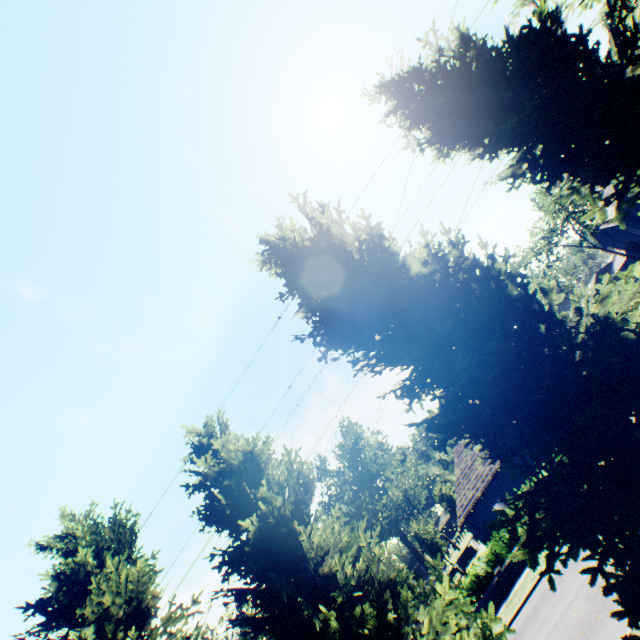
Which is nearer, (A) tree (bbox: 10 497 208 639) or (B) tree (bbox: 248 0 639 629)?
(B) tree (bbox: 248 0 639 629)

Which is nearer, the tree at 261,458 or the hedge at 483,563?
the tree at 261,458

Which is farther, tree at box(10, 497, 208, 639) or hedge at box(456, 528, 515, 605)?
hedge at box(456, 528, 515, 605)

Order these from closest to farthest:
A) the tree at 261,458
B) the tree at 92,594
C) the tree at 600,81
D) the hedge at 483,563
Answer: the tree at 600,81 < the tree at 261,458 < the tree at 92,594 < the hedge at 483,563

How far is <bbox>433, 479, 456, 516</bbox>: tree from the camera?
44.8m

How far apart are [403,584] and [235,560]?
52.07m

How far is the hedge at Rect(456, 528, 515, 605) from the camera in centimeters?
1862cm

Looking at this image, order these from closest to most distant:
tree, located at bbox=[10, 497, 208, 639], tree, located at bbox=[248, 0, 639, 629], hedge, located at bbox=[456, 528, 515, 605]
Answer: tree, located at bbox=[248, 0, 639, 629] < tree, located at bbox=[10, 497, 208, 639] < hedge, located at bbox=[456, 528, 515, 605]
